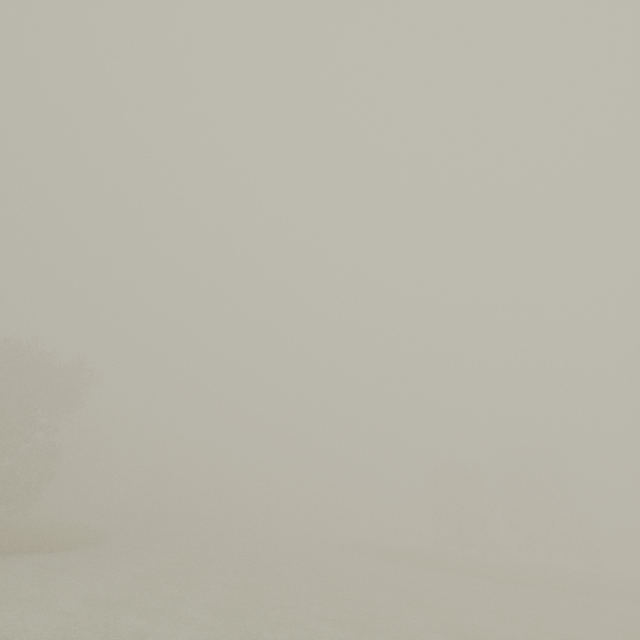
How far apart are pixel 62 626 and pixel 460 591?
27.0 meters
